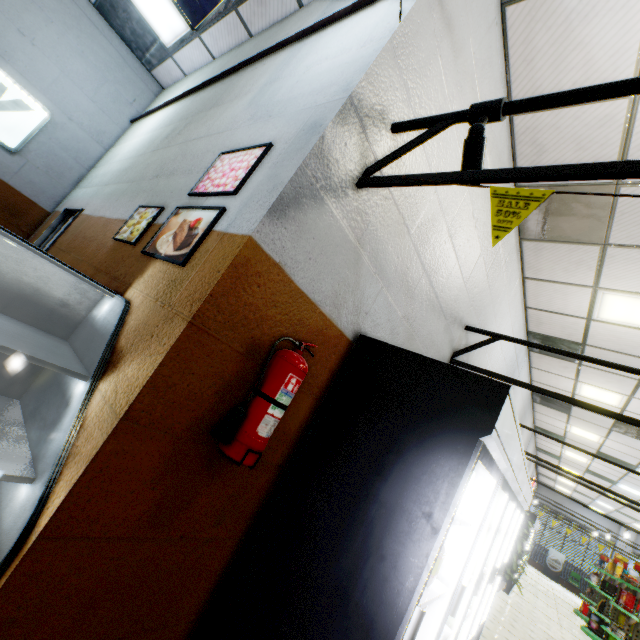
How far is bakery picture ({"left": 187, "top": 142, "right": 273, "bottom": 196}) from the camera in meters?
1.7

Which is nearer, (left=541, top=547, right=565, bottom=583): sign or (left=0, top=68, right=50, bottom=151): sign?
(left=0, top=68, right=50, bottom=151): sign

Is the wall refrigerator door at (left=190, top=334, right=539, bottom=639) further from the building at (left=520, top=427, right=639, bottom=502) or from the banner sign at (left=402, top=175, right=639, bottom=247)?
the banner sign at (left=402, top=175, right=639, bottom=247)

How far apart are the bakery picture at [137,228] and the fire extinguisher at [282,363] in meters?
1.3

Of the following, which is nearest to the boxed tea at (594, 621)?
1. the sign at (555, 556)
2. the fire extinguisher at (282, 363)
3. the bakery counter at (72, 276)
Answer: the sign at (555, 556)

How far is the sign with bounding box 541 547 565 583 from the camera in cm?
1958

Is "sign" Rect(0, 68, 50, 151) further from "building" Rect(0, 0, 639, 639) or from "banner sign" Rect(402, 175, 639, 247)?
"banner sign" Rect(402, 175, 639, 247)

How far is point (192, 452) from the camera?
1.5m
